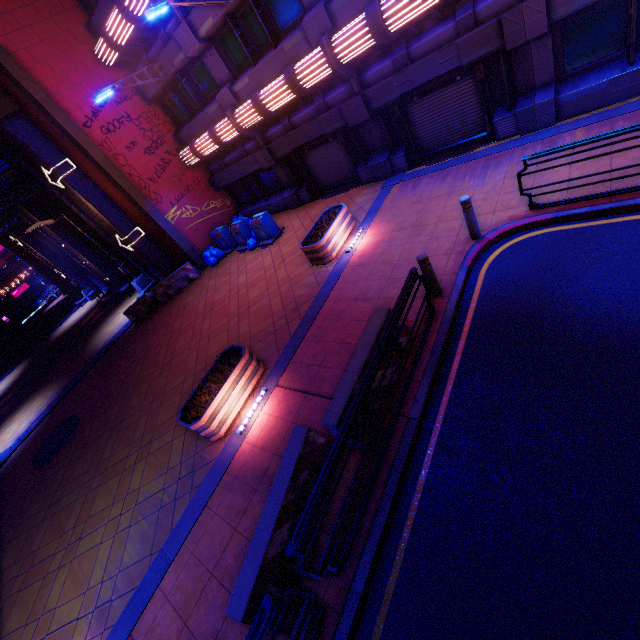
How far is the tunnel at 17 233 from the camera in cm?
2617

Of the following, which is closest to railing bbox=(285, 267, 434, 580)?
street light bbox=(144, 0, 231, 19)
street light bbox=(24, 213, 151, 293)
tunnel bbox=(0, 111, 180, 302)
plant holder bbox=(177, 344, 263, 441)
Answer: plant holder bbox=(177, 344, 263, 441)

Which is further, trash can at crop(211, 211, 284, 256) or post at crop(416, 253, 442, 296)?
trash can at crop(211, 211, 284, 256)

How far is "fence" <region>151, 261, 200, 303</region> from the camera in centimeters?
1644cm

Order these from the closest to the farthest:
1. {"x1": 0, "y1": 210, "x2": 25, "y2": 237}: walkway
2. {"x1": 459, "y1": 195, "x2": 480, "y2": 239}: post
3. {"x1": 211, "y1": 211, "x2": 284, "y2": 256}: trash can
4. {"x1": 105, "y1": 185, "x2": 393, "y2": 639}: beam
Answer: {"x1": 105, "y1": 185, "x2": 393, "y2": 639}: beam
{"x1": 459, "y1": 195, "x2": 480, "y2": 239}: post
{"x1": 211, "y1": 211, "x2": 284, "y2": 256}: trash can
{"x1": 0, "y1": 210, "x2": 25, "y2": 237}: walkway

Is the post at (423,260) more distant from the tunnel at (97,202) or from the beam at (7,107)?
the beam at (7,107)

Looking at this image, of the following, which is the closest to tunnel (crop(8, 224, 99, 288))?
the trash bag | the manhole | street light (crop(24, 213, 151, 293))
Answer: street light (crop(24, 213, 151, 293))

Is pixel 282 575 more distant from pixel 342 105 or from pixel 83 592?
pixel 342 105
